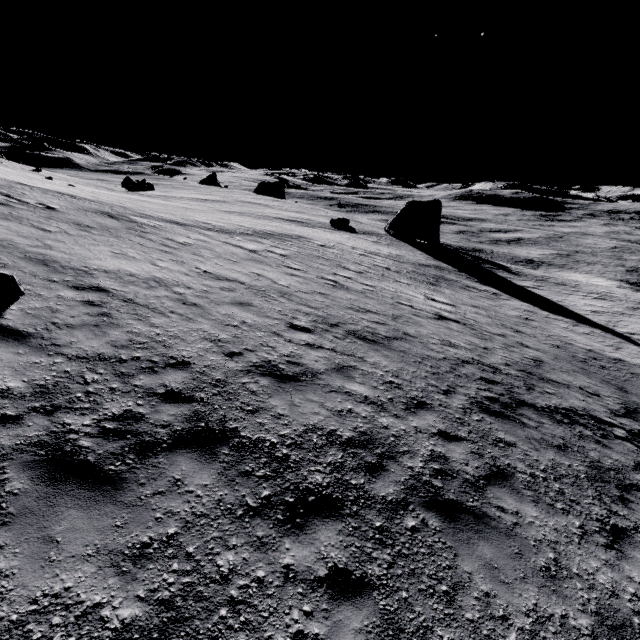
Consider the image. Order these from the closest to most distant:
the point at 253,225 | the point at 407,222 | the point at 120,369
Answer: the point at 120,369 → the point at 253,225 → the point at 407,222

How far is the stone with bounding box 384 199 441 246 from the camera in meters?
44.7

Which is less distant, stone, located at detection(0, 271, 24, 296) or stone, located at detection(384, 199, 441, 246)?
stone, located at detection(0, 271, 24, 296)

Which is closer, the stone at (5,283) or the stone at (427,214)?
the stone at (5,283)

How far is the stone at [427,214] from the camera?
44.7 meters
